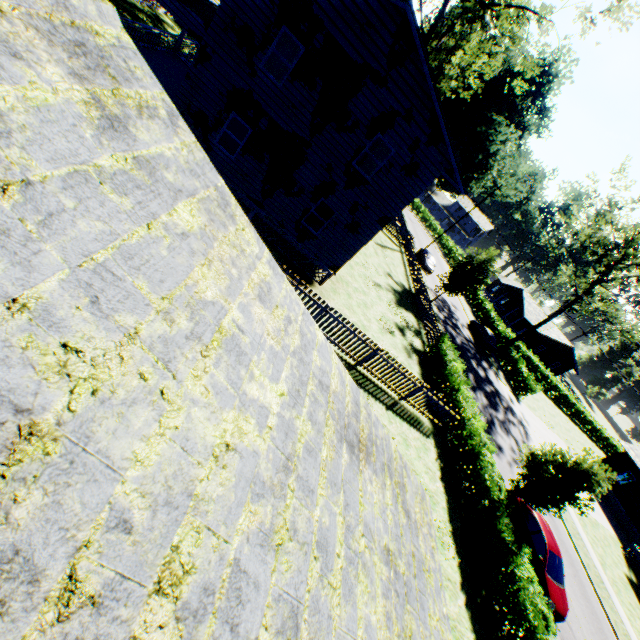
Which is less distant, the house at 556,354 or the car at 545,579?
the car at 545,579

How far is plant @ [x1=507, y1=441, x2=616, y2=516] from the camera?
13.6m

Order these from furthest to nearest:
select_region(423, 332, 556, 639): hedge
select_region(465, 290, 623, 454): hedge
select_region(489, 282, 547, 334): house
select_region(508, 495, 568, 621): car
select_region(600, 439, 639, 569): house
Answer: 1. select_region(489, 282, 547, 334): house
2. select_region(465, 290, 623, 454): hedge
3. select_region(600, 439, 639, 569): house
4. select_region(508, 495, 568, 621): car
5. select_region(423, 332, 556, 639): hedge

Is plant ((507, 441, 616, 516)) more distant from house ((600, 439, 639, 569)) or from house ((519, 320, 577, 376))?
house ((519, 320, 577, 376))

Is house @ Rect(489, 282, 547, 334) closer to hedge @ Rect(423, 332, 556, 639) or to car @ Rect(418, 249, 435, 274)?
car @ Rect(418, 249, 435, 274)

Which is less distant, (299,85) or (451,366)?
(299,85)

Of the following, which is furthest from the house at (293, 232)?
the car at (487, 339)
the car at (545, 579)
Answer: the car at (487, 339)

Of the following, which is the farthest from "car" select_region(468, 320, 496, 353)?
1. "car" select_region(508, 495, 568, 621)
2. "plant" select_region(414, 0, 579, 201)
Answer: "car" select_region(508, 495, 568, 621)
